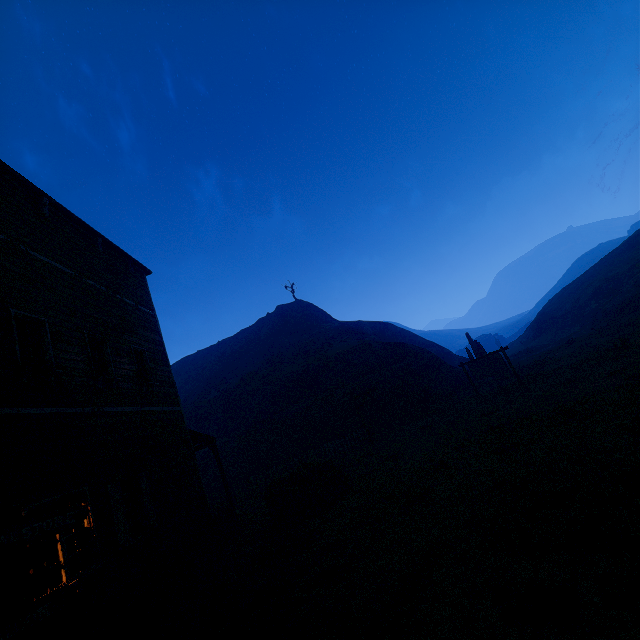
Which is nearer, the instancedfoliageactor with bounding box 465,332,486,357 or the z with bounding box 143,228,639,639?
the z with bounding box 143,228,639,639

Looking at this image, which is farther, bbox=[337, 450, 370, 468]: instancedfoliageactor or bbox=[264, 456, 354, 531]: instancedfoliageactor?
bbox=[337, 450, 370, 468]: instancedfoliageactor

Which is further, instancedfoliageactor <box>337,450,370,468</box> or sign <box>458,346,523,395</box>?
sign <box>458,346,523,395</box>

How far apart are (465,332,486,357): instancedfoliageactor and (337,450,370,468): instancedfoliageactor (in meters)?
15.56

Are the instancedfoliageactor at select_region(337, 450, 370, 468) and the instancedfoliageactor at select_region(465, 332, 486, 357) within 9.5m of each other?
no

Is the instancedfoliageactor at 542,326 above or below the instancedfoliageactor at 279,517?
above

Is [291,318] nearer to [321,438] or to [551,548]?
[321,438]

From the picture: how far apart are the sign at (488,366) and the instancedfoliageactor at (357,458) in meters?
8.5
